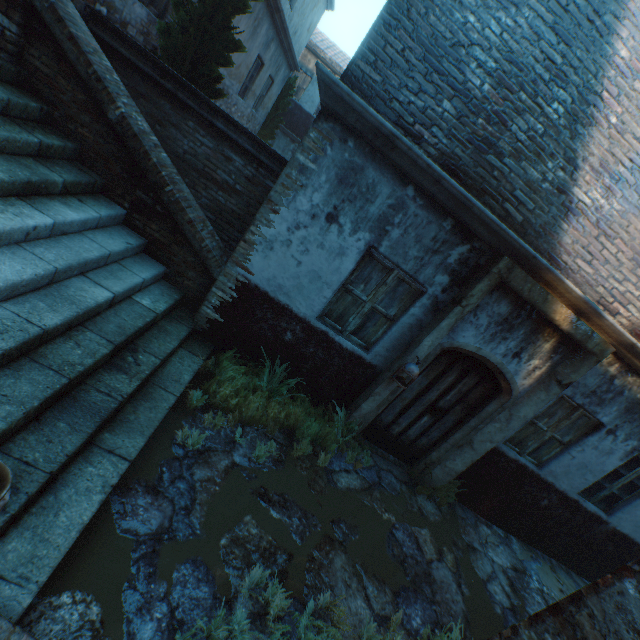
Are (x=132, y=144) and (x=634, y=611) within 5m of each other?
no

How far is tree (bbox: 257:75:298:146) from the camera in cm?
1465

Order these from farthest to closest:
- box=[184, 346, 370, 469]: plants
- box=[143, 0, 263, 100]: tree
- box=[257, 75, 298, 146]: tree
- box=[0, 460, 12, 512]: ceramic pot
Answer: box=[257, 75, 298, 146]: tree < box=[143, 0, 263, 100]: tree < box=[184, 346, 370, 469]: plants < box=[0, 460, 12, 512]: ceramic pot

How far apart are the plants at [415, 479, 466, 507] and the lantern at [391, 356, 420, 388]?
1.9 meters

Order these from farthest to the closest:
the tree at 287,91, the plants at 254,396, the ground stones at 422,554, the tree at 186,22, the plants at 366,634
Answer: the tree at 287,91, the tree at 186,22, the plants at 254,396, the plants at 366,634, the ground stones at 422,554

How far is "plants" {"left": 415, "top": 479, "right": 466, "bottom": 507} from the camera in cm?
550

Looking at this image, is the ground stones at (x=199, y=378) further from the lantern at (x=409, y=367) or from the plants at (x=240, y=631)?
the lantern at (x=409, y=367)

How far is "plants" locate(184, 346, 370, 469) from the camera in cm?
425
